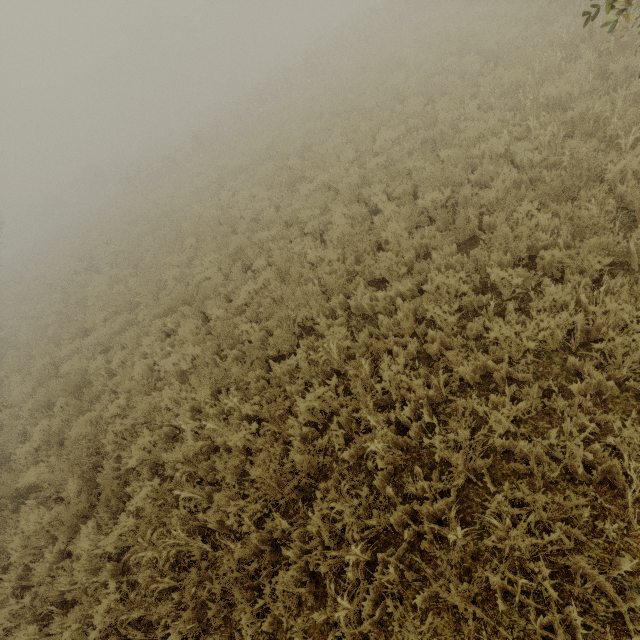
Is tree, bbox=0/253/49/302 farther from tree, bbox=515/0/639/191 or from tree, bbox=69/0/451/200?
tree, bbox=515/0/639/191

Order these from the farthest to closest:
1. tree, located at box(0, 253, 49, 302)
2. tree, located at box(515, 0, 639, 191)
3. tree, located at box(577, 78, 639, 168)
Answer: tree, located at box(0, 253, 49, 302), tree, located at box(577, 78, 639, 168), tree, located at box(515, 0, 639, 191)

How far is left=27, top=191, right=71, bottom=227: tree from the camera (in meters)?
49.69

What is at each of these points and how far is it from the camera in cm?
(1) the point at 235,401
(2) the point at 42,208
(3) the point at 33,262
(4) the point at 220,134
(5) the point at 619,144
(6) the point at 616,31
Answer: (1) tree, 527
(2) tree, 5025
(3) tree, 2714
(4) tree, 2584
(5) tree, 524
(6) tree, 705

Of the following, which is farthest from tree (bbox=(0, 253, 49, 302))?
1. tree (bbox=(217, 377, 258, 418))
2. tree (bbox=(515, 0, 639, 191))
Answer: tree (bbox=(515, 0, 639, 191))

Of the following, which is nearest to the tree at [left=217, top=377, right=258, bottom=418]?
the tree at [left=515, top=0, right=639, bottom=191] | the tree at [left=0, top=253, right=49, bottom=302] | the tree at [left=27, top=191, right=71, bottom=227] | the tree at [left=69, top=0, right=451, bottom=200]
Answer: the tree at [left=515, top=0, right=639, bottom=191]

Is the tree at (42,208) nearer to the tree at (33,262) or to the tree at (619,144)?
the tree at (33,262)

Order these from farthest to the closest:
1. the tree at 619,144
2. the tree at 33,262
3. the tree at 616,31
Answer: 1. the tree at 33,262
2. the tree at 619,144
3. the tree at 616,31
